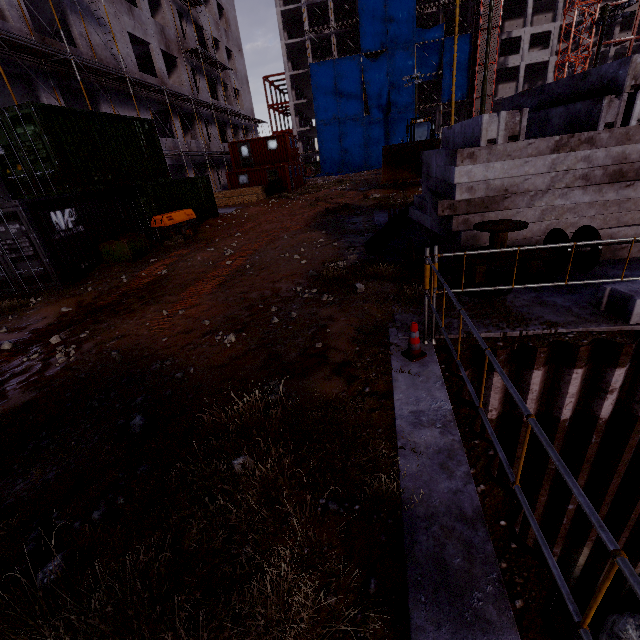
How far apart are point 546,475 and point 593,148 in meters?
5.8 m

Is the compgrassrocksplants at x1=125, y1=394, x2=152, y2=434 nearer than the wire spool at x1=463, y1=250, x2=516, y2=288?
Yes

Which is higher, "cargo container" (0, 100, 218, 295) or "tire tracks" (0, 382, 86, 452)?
"cargo container" (0, 100, 218, 295)

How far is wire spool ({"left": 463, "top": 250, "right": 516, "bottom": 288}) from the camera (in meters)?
5.75

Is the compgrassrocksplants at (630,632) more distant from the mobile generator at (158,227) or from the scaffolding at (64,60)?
the mobile generator at (158,227)

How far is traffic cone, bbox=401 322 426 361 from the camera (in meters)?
4.18

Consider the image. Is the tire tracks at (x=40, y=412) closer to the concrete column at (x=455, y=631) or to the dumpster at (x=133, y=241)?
the concrete column at (x=455, y=631)

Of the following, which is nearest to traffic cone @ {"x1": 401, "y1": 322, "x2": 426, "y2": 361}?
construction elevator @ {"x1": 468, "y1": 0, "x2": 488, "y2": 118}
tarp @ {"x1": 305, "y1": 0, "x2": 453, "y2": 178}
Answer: tarp @ {"x1": 305, "y1": 0, "x2": 453, "y2": 178}
